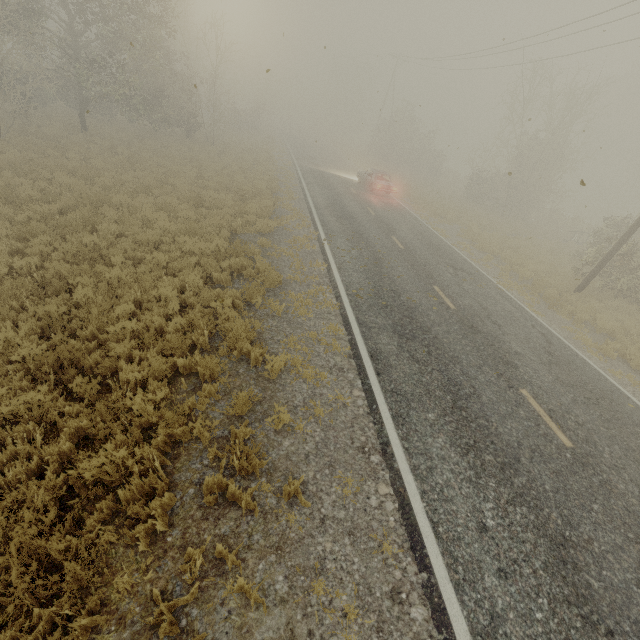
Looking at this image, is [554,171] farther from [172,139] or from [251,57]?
[251,57]

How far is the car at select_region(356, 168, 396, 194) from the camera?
23.2m

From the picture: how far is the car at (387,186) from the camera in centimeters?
2322cm
